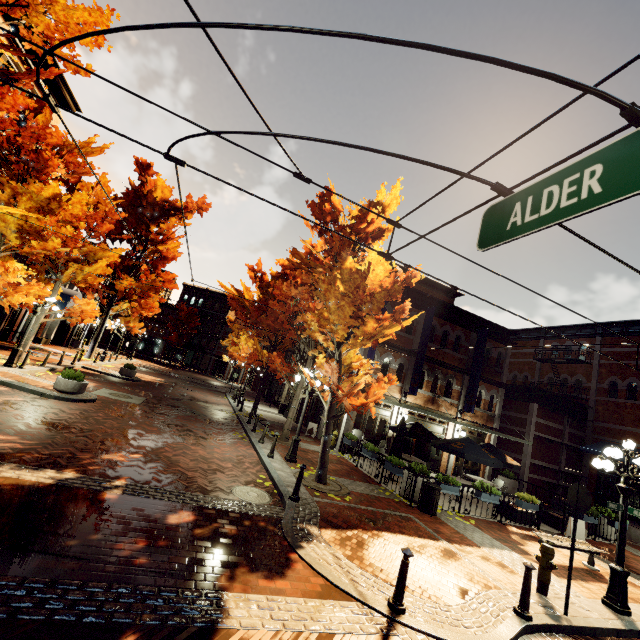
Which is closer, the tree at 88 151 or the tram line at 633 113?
the tram line at 633 113

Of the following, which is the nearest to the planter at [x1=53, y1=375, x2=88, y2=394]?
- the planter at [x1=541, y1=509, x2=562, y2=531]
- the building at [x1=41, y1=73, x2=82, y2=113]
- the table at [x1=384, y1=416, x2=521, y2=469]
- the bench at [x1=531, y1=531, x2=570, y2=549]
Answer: the building at [x1=41, y1=73, x2=82, y2=113]

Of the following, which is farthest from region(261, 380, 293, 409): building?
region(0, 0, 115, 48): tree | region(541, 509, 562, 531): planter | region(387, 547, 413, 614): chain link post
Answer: region(387, 547, 413, 614): chain link post

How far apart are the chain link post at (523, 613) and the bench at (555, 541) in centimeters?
425cm

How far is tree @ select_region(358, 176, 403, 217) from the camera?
10.8m

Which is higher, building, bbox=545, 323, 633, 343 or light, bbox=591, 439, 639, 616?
building, bbox=545, 323, 633, 343

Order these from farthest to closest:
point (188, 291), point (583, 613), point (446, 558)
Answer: point (188, 291)
point (446, 558)
point (583, 613)
